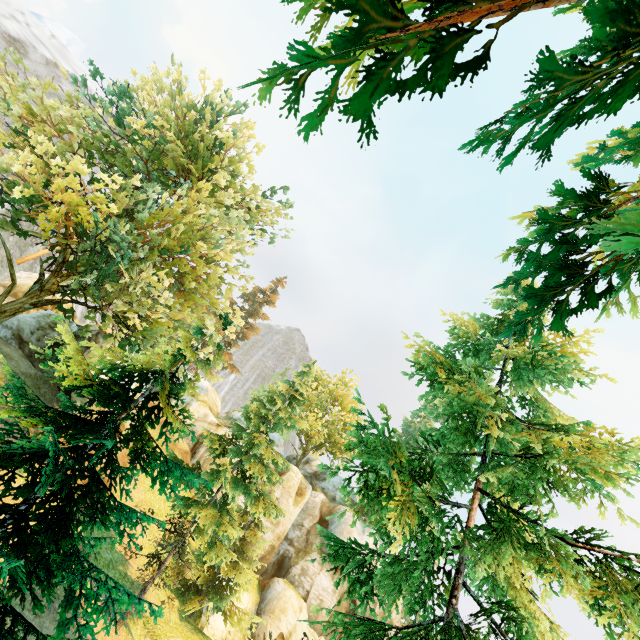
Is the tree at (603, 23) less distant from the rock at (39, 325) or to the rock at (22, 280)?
the rock at (22, 280)

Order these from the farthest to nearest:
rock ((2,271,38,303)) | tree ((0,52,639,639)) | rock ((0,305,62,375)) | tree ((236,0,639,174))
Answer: rock ((2,271,38,303)) < rock ((0,305,62,375)) < tree ((0,52,639,639)) < tree ((236,0,639,174))

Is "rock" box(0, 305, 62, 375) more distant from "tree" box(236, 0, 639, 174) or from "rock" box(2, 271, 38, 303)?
"rock" box(2, 271, 38, 303)

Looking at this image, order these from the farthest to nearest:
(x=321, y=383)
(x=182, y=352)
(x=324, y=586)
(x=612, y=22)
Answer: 1. (x=321, y=383)
2. (x=324, y=586)
3. (x=182, y=352)
4. (x=612, y=22)

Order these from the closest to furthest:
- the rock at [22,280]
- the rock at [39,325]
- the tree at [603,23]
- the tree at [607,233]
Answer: the tree at [603,23]
the tree at [607,233]
the rock at [39,325]
the rock at [22,280]

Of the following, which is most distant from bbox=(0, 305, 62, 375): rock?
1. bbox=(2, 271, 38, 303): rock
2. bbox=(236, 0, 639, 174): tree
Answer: bbox=(2, 271, 38, 303): rock
